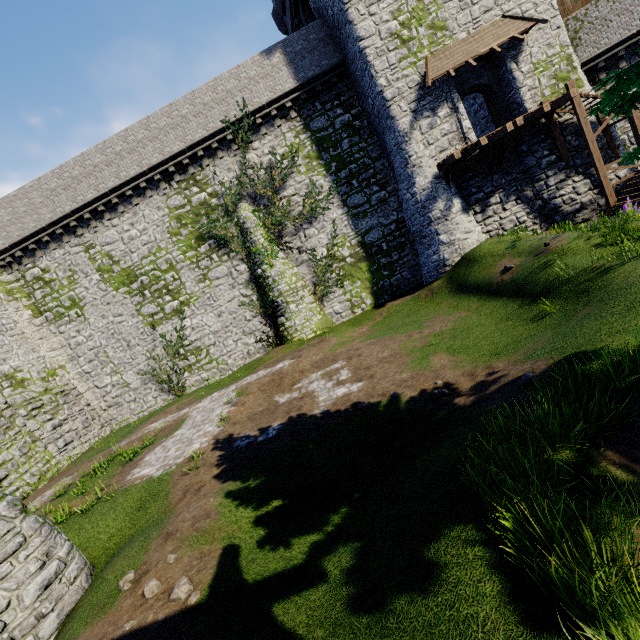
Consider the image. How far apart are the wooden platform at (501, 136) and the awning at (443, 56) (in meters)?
3.09

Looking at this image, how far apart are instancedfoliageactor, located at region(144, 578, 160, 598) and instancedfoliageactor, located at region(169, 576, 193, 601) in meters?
0.4 m

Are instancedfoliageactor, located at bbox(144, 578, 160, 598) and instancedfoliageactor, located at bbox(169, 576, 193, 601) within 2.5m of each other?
yes

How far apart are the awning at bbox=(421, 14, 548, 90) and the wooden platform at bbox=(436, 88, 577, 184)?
3.1 meters

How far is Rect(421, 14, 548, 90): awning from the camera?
15.5m

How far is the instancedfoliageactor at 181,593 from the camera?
5.07m

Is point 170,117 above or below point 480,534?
above

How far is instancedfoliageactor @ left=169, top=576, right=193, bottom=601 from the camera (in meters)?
5.07
